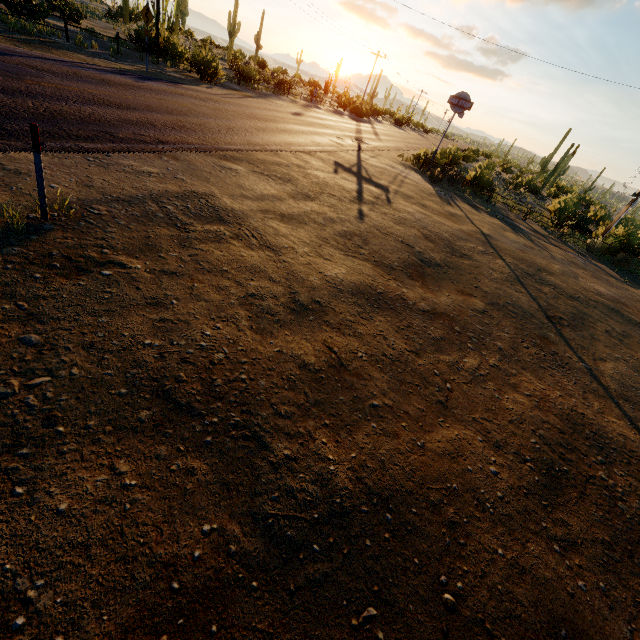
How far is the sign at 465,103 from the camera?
20.3 meters

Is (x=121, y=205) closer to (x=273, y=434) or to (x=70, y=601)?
(x=273, y=434)

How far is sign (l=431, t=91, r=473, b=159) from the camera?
20.31m
